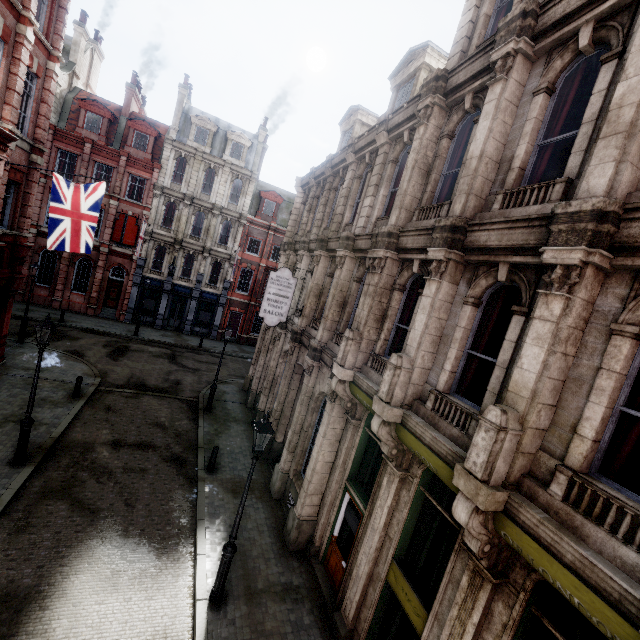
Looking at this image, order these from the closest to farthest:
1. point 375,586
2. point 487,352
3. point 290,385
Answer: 1. point 375,586
2. point 487,352
3. point 290,385

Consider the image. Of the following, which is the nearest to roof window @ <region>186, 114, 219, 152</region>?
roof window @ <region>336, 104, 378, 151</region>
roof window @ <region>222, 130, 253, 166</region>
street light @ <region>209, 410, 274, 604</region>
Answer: roof window @ <region>222, 130, 253, 166</region>

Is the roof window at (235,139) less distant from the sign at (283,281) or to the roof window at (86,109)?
the roof window at (86,109)

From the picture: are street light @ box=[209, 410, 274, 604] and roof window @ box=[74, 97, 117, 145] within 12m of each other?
no

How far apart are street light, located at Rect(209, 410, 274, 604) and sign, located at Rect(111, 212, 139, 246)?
26.14m

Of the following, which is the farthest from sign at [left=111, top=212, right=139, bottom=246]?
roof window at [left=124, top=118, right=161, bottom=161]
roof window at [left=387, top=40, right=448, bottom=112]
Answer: roof window at [left=387, top=40, right=448, bottom=112]

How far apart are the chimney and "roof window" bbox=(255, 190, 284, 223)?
8.3m

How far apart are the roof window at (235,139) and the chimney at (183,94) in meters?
3.9
